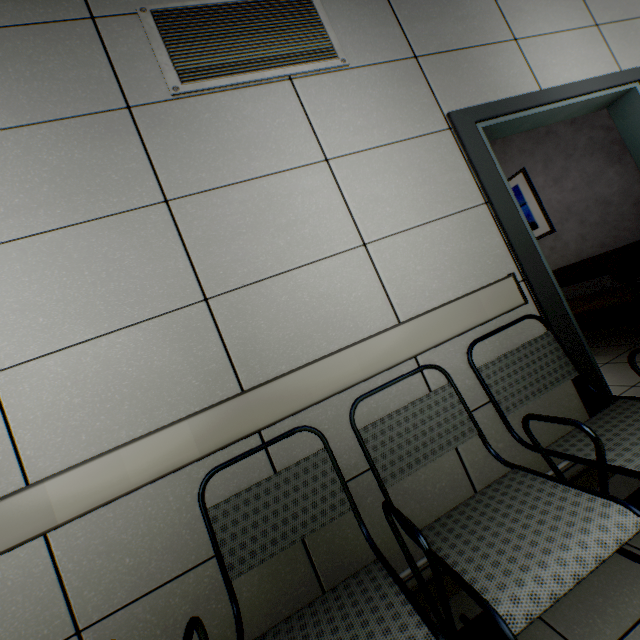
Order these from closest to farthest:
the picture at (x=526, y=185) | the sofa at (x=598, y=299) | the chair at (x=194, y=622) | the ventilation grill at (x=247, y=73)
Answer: the chair at (x=194, y=622) < the ventilation grill at (x=247, y=73) < the sofa at (x=598, y=299) < the picture at (x=526, y=185)

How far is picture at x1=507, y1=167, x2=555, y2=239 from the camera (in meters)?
3.99

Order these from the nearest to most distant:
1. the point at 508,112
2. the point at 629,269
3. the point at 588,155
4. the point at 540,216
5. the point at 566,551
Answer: the point at 566,551 < the point at 508,112 < the point at 629,269 < the point at 588,155 < the point at 540,216

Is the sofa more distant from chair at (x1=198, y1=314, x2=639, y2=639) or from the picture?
chair at (x1=198, y1=314, x2=639, y2=639)

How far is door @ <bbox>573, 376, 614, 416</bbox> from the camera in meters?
1.7 m

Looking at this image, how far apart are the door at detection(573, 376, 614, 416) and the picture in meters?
1.4

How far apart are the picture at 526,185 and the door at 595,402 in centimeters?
143cm

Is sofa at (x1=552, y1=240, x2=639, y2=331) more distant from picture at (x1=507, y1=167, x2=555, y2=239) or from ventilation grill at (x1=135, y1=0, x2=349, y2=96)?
ventilation grill at (x1=135, y1=0, x2=349, y2=96)
